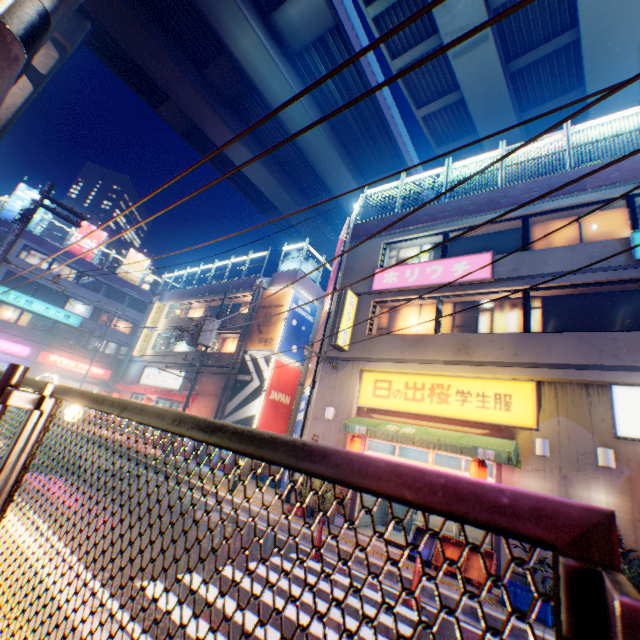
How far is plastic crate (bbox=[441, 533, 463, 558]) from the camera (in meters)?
8.53

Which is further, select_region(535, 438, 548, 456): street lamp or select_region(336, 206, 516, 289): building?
select_region(336, 206, 516, 289): building

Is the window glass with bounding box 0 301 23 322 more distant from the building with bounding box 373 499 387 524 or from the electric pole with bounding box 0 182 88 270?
the building with bounding box 373 499 387 524

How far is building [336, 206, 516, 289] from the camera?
12.6m

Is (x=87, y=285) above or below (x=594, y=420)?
above

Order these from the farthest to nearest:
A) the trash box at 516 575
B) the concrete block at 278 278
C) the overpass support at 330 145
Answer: the overpass support at 330 145 < the concrete block at 278 278 < the trash box at 516 575

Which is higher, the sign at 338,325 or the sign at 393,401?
the sign at 338,325

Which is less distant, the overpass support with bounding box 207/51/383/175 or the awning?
the awning
